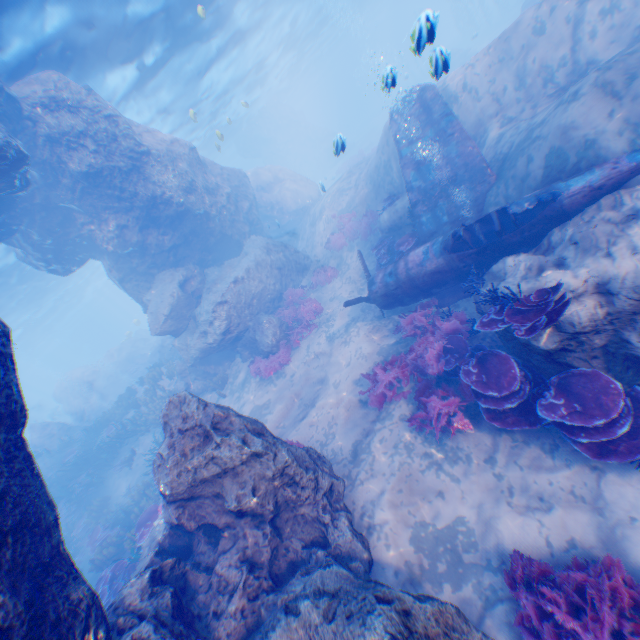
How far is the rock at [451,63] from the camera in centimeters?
609cm

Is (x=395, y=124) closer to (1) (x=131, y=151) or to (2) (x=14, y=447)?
(1) (x=131, y=151)

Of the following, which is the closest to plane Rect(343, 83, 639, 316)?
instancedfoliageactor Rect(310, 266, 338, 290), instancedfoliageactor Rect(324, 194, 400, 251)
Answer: instancedfoliageactor Rect(310, 266, 338, 290)

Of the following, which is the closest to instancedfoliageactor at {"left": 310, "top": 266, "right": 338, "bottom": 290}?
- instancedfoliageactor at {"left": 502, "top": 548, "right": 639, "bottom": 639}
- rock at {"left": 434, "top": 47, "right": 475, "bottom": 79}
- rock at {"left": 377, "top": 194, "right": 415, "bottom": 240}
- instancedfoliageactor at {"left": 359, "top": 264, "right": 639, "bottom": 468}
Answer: rock at {"left": 434, "top": 47, "right": 475, "bottom": 79}

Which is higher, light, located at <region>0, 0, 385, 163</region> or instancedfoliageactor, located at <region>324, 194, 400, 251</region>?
light, located at <region>0, 0, 385, 163</region>

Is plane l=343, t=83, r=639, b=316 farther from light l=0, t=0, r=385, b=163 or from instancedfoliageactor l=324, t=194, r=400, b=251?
instancedfoliageactor l=324, t=194, r=400, b=251

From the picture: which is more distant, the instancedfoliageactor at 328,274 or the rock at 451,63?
the instancedfoliageactor at 328,274

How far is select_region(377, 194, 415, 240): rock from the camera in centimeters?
1232cm
